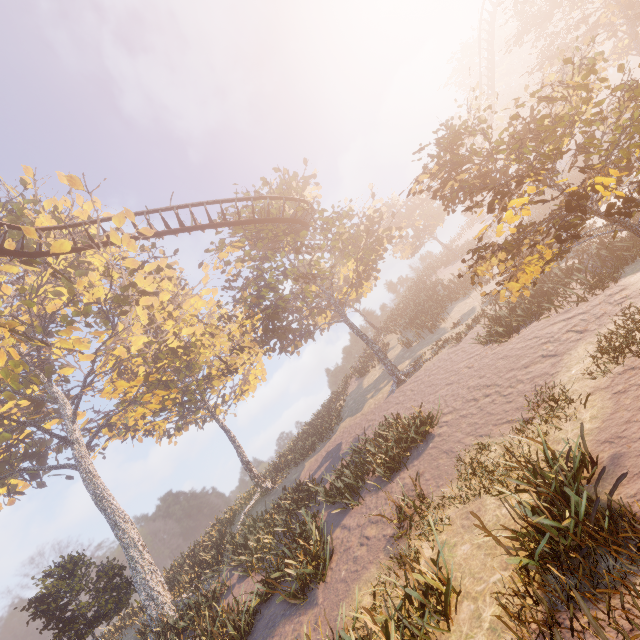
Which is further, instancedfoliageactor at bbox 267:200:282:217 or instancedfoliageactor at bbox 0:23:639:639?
instancedfoliageactor at bbox 267:200:282:217

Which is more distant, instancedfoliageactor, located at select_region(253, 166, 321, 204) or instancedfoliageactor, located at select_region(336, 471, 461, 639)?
instancedfoliageactor, located at select_region(253, 166, 321, 204)

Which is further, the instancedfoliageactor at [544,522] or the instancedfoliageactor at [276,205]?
the instancedfoliageactor at [276,205]

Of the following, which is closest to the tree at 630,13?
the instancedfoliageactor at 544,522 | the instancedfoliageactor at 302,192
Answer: the instancedfoliageactor at 302,192

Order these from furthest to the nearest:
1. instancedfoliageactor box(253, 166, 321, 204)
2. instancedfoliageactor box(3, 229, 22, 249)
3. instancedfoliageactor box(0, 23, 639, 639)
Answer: instancedfoliageactor box(253, 166, 321, 204) < instancedfoliageactor box(3, 229, 22, 249) < instancedfoliageactor box(0, 23, 639, 639)

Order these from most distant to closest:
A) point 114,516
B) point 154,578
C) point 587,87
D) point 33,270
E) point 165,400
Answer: point 33,270
point 165,400
point 114,516
point 154,578
point 587,87

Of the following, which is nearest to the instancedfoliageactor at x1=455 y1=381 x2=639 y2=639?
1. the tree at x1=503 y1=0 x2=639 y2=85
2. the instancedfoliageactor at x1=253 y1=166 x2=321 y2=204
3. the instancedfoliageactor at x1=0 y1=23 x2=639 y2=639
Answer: the instancedfoliageactor at x1=0 y1=23 x2=639 y2=639

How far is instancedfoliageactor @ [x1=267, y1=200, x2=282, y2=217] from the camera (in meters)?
22.45
